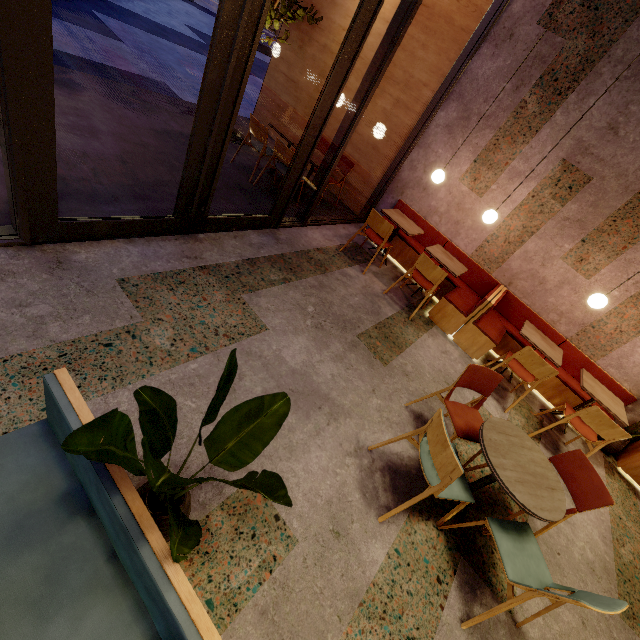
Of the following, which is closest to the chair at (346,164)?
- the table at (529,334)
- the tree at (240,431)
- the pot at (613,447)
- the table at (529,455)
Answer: the table at (529,334)

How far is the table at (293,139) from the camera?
5.27m

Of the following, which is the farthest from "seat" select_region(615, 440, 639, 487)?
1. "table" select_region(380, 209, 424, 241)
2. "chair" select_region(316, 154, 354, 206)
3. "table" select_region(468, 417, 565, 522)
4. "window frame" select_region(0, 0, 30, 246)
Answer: "chair" select_region(316, 154, 354, 206)

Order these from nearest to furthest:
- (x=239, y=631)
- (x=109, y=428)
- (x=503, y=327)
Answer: (x=109, y=428) → (x=239, y=631) → (x=503, y=327)

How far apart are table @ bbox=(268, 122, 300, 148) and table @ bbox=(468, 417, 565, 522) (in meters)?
4.30

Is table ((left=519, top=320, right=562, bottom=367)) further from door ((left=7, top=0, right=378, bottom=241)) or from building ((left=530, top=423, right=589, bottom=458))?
door ((left=7, top=0, right=378, bottom=241))

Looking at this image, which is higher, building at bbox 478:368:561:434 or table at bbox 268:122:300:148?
table at bbox 268:122:300:148

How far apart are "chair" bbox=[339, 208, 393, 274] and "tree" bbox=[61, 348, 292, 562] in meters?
3.8 m
